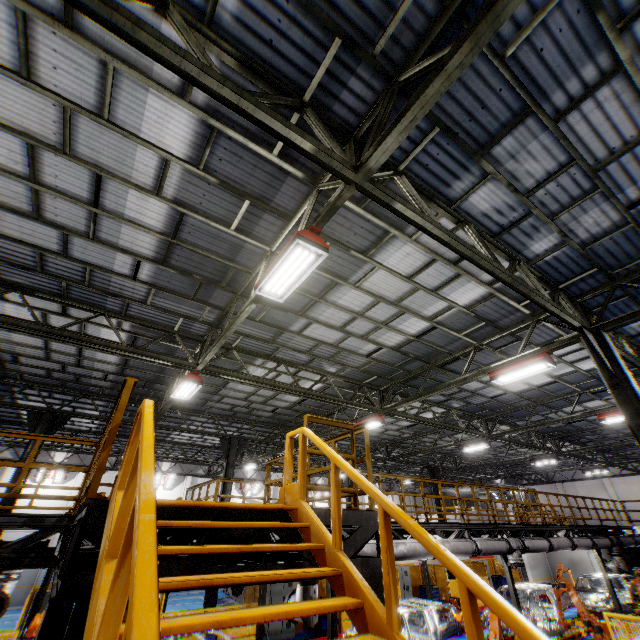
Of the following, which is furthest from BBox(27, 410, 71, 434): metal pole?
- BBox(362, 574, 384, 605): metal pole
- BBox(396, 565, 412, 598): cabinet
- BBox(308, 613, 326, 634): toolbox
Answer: BBox(396, 565, 412, 598): cabinet

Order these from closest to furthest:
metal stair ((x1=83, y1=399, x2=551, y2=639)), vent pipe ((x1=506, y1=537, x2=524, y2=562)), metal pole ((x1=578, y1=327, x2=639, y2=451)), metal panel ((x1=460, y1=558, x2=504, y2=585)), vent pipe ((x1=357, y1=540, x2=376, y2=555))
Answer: metal stair ((x1=83, y1=399, x2=551, y2=639))
metal pole ((x1=578, y1=327, x2=639, y2=451))
vent pipe ((x1=357, y1=540, x2=376, y2=555))
vent pipe ((x1=506, y1=537, x2=524, y2=562))
metal panel ((x1=460, y1=558, x2=504, y2=585))

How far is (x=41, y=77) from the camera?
4.45m

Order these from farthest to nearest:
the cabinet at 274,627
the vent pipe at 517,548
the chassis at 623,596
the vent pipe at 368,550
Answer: the chassis at 623,596
the cabinet at 274,627
the vent pipe at 517,548
the vent pipe at 368,550

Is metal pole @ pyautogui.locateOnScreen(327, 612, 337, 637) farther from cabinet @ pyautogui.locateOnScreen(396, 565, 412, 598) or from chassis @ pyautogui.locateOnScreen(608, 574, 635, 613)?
cabinet @ pyautogui.locateOnScreen(396, 565, 412, 598)

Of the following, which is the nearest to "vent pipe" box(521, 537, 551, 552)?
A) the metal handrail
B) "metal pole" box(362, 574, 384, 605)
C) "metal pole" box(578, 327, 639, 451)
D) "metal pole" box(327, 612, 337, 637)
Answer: "metal pole" box(327, 612, 337, 637)

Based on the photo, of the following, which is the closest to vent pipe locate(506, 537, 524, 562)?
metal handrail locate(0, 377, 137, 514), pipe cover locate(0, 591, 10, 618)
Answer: metal handrail locate(0, 377, 137, 514)

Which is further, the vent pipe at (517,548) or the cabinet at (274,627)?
the cabinet at (274,627)
